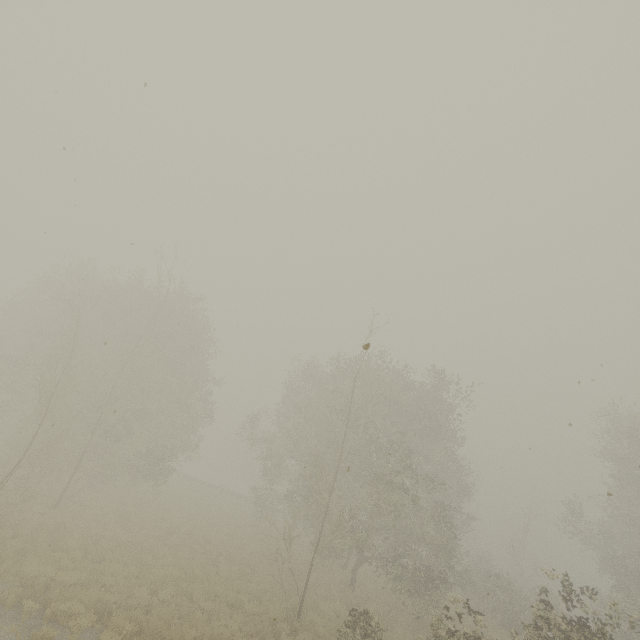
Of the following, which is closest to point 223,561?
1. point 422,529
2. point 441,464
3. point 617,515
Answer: point 422,529
